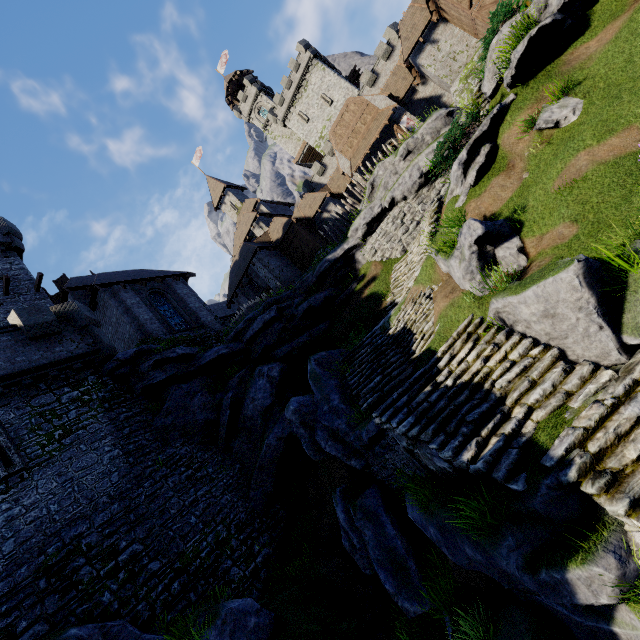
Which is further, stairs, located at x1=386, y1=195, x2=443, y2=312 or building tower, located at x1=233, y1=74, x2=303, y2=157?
building tower, located at x1=233, y1=74, x2=303, y2=157

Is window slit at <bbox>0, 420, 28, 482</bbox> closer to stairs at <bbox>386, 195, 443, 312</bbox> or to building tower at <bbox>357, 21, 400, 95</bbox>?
stairs at <bbox>386, 195, 443, 312</bbox>

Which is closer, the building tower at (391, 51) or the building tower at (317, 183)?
the building tower at (391, 51)

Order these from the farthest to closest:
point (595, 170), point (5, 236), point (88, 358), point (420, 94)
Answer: point (420, 94) < point (5, 236) < point (88, 358) < point (595, 170)

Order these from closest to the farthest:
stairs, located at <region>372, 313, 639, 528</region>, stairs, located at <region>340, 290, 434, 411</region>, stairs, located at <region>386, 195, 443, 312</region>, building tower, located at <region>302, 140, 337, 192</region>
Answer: stairs, located at <region>372, 313, 639, 528</region>, stairs, located at <region>340, 290, 434, 411</region>, stairs, located at <region>386, 195, 443, 312</region>, building tower, located at <region>302, 140, 337, 192</region>

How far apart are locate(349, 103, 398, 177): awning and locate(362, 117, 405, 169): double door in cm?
45

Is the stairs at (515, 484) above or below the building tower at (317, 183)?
below

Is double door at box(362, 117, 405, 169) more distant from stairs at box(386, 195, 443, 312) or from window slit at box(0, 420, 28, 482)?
window slit at box(0, 420, 28, 482)
